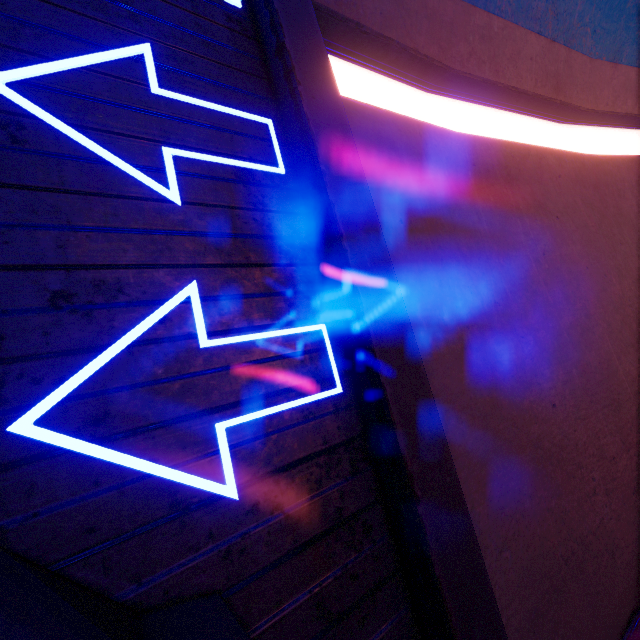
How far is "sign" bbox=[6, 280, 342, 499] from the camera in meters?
1.1 m

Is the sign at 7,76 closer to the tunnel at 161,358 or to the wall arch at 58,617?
the tunnel at 161,358

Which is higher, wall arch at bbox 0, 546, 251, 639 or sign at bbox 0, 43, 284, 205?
sign at bbox 0, 43, 284, 205

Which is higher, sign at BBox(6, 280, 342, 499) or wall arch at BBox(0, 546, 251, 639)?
sign at BBox(6, 280, 342, 499)

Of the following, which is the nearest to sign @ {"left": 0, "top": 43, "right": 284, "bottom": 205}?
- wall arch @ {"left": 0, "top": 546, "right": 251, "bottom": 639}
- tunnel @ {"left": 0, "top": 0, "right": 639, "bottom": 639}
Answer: tunnel @ {"left": 0, "top": 0, "right": 639, "bottom": 639}

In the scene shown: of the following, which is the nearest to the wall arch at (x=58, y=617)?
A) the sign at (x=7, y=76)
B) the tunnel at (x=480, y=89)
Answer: the tunnel at (x=480, y=89)

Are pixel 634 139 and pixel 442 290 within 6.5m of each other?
no
